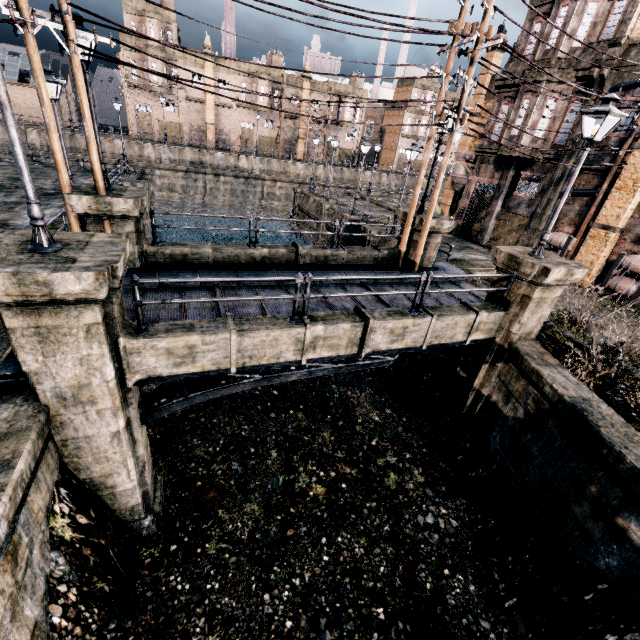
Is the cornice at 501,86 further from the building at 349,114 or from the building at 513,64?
the building at 349,114

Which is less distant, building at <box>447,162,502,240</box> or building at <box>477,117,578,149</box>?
building at <box>477,117,578,149</box>

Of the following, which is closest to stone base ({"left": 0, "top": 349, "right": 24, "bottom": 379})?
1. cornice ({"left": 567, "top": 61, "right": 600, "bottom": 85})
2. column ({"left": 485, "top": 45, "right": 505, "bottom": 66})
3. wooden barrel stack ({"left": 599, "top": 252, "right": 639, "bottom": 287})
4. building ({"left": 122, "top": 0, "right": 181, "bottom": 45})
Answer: wooden barrel stack ({"left": 599, "top": 252, "right": 639, "bottom": 287})

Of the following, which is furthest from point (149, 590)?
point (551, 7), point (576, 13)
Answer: point (551, 7)

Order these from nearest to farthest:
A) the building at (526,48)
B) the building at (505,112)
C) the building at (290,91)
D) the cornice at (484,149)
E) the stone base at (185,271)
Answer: the stone base at (185,271), the building at (526,48), the building at (505,112), the cornice at (484,149), the building at (290,91)

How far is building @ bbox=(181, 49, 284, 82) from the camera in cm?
4722

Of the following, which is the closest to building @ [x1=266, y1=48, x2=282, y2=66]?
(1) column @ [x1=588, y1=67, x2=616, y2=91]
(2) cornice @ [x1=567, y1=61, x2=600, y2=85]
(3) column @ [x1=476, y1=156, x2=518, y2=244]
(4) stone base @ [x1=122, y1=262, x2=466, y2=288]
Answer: (3) column @ [x1=476, y1=156, x2=518, y2=244]

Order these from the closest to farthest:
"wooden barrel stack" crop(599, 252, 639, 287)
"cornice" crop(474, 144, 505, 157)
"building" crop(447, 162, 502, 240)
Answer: "wooden barrel stack" crop(599, 252, 639, 287), "cornice" crop(474, 144, 505, 157), "building" crop(447, 162, 502, 240)
